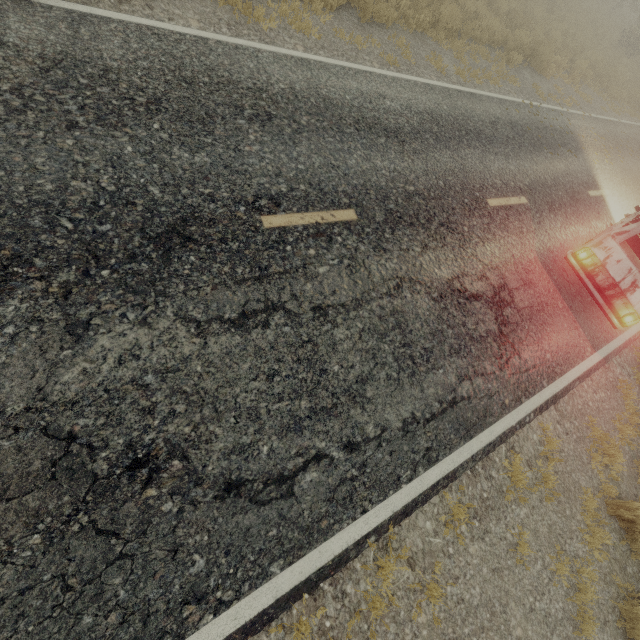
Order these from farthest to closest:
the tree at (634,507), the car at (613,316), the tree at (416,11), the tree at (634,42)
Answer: the tree at (634,42), the tree at (416,11), the car at (613,316), the tree at (634,507)

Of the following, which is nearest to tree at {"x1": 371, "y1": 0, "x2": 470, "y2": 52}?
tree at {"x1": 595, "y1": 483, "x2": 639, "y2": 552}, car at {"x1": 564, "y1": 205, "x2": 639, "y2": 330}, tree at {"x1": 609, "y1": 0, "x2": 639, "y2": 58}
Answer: car at {"x1": 564, "y1": 205, "x2": 639, "y2": 330}

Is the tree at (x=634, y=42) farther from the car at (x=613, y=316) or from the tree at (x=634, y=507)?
the tree at (x=634, y=507)

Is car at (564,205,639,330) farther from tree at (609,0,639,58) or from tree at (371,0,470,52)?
tree at (609,0,639,58)

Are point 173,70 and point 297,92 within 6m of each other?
yes

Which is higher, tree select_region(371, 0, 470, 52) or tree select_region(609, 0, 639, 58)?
tree select_region(609, 0, 639, 58)

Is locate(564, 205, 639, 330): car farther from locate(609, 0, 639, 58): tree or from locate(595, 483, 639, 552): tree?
locate(609, 0, 639, 58): tree
